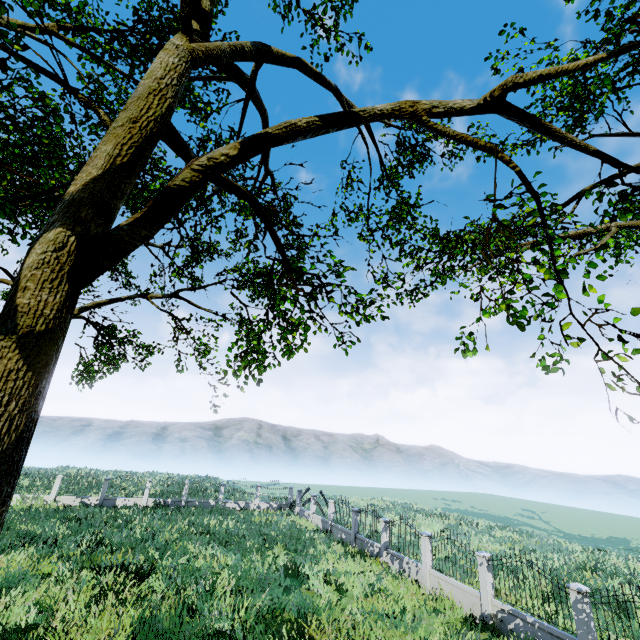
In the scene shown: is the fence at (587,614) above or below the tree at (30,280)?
below

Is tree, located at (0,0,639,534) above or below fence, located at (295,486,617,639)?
above

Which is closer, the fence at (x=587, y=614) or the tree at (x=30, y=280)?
the tree at (x=30, y=280)

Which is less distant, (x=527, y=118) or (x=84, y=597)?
(x=527, y=118)

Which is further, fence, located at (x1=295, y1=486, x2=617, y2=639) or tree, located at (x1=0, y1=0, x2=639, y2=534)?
fence, located at (x1=295, y1=486, x2=617, y2=639)
